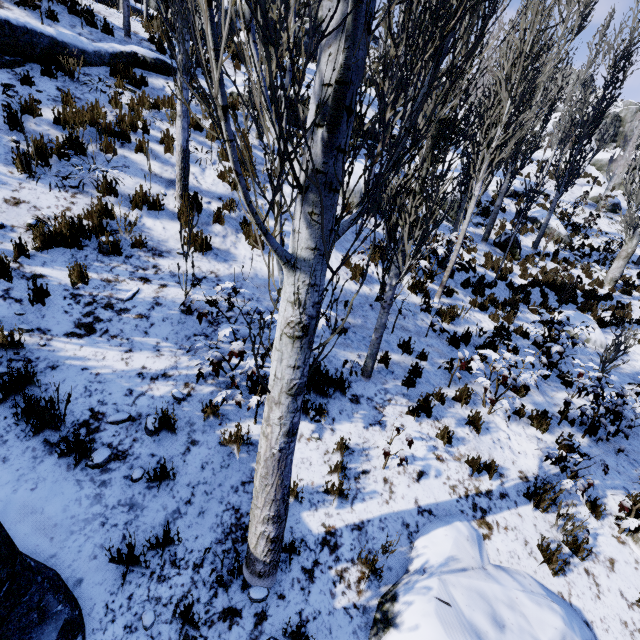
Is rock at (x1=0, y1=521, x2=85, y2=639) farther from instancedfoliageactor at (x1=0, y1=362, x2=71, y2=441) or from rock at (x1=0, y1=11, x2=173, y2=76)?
rock at (x1=0, y1=11, x2=173, y2=76)

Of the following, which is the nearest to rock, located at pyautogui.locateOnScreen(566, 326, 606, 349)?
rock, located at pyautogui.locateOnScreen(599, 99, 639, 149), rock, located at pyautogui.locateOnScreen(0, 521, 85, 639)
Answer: rock, located at pyautogui.locateOnScreen(0, 521, 85, 639)

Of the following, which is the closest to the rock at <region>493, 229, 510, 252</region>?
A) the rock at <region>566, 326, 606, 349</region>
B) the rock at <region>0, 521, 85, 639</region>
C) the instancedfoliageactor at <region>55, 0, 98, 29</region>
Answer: the instancedfoliageactor at <region>55, 0, 98, 29</region>

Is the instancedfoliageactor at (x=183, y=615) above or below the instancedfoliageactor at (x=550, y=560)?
above

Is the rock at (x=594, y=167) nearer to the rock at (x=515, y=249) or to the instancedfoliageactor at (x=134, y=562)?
the instancedfoliageactor at (x=134, y=562)

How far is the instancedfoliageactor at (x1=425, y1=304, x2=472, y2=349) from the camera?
7.12m

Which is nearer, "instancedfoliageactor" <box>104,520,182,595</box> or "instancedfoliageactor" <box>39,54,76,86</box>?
"instancedfoliageactor" <box>104,520,182,595</box>

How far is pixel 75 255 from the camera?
5.06m
